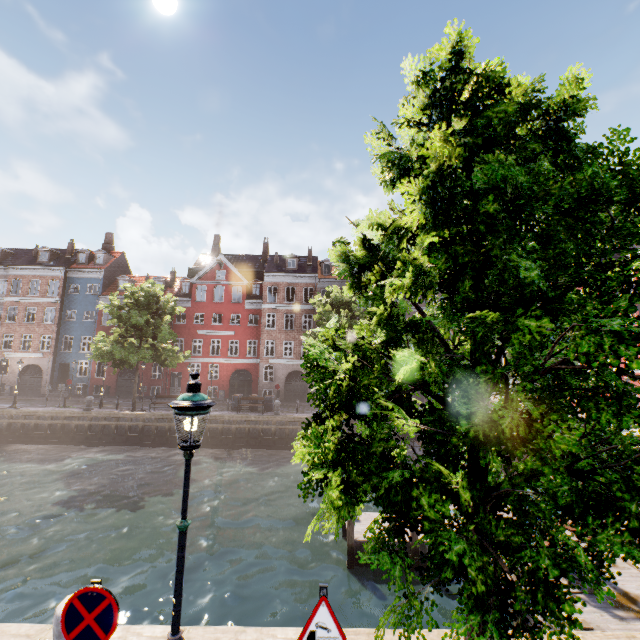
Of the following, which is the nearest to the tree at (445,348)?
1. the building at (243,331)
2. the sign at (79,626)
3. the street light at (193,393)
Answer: the street light at (193,393)

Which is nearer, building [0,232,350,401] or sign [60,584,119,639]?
sign [60,584,119,639]

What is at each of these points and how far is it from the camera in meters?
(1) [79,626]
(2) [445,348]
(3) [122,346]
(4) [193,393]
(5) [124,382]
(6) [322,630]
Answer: (1) sign, 3.0 m
(2) tree, 4.5 m
(3) tree, 23.3 m
(4) street light, 3.7 m
(5) building, 34.5 m
(6) sign, 3.1 m

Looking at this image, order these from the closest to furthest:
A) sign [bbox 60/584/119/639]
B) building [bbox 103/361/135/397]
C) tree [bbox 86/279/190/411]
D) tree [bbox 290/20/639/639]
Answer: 1. tree [bbox 290/20/639/639]
2. sign [bbox 60/584/119/639]
3. tree [bbox 86/279/190/411]
4. building [bbox 103/361/135/397]

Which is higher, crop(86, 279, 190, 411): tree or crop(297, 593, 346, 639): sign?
crop(86, 279, 190, 411): tree

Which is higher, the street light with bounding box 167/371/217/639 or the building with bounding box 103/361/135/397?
the street light with bounding box 167/371/217/639

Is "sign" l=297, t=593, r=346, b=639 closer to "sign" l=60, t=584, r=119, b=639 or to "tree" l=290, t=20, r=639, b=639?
"tree" l=290, t=20, r=639, b=639

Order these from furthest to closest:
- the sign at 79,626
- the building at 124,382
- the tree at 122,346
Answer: the building at 124,382, the tree at 122,346, the sign at 79,626
